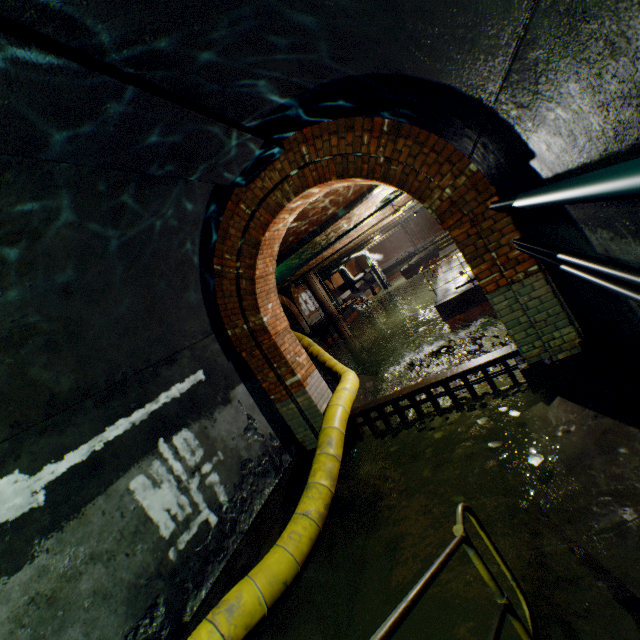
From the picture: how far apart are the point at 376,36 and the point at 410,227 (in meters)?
37.43

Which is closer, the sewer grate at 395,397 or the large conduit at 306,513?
the large conduit at 306,513

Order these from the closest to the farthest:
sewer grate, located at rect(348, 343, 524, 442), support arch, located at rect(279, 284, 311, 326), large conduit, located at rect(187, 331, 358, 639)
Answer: large conduit, located at rect(187, 331, 358, 639), sewer grate, located at rect(348, 343, 524, 442), support arch, located at rect(279, 284, 311, 326)

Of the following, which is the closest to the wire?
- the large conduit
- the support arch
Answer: the large conduit

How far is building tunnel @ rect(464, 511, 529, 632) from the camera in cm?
245

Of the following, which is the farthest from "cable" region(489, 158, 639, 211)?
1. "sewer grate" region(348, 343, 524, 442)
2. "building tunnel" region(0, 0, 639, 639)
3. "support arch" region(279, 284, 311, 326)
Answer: "support arch" region(279, 284, 311, 326)

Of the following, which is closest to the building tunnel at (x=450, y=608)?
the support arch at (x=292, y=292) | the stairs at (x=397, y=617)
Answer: the stairs at (x=397, y=617)

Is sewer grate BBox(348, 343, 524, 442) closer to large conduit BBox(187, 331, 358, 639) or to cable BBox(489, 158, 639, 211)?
large conduit BBox(187, 331, 358, 639)
